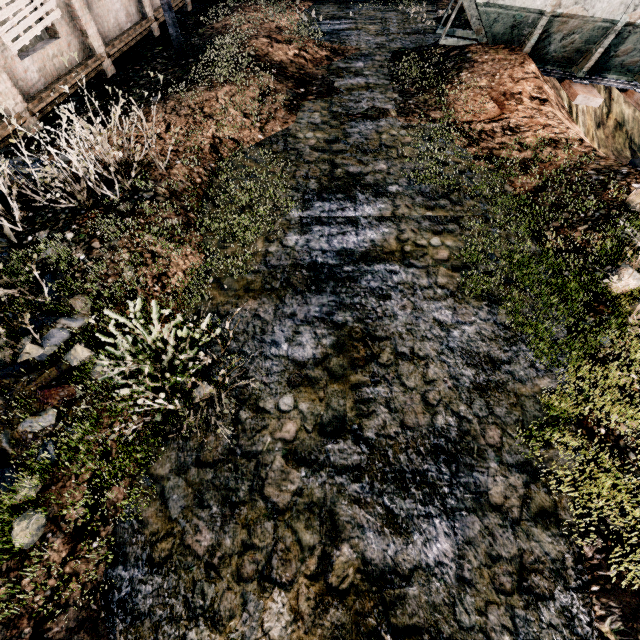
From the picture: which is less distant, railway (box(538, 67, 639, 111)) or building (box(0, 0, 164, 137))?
building (box(0, 0, 164, 137))

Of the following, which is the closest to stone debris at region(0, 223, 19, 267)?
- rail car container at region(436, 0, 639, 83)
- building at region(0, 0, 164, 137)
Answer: building at region(0, 0, 164, 137)

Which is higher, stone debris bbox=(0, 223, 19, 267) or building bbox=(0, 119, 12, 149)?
stone debris bbox=(0, 223, 19, 267)

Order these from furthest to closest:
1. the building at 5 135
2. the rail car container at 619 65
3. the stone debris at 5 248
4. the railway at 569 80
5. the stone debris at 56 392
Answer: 1. the railway at 569 80
2. the rail car container at 619 65
3. the building at 5 135
4. the stone debris at 5 248
5. the stone debris at 56 392

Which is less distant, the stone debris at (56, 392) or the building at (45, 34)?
the stone debris at (56, 392)

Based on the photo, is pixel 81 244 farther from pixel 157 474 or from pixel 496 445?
pixel 496 445

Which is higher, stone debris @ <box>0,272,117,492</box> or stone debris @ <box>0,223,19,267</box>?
stone debris @ <box>0,223,19,267</box>
